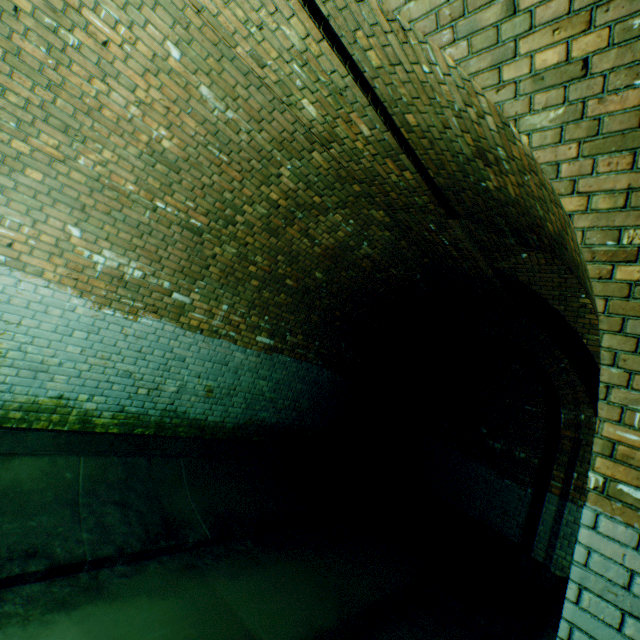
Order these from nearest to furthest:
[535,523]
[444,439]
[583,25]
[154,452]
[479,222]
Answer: [583,25], [479,222], [154,452], [535,523], [444,439]

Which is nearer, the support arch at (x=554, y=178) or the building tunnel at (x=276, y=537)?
the support arch at (x=554, y=178)

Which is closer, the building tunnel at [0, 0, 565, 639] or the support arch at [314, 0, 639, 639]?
the support arch at [314, 0, 639, 639]
